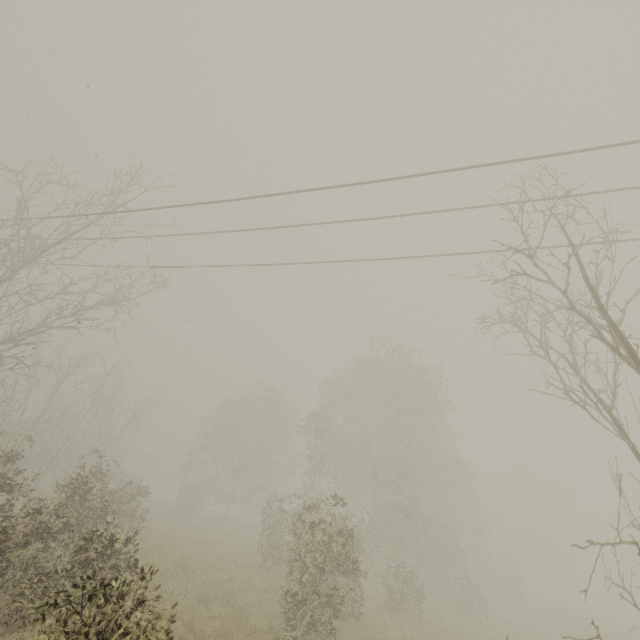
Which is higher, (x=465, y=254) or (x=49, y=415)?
(x=465, y=254)

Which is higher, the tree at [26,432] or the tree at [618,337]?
the tree at [618,337]

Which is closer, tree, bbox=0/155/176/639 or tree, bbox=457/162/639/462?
tree, bbox=0/155/176/639

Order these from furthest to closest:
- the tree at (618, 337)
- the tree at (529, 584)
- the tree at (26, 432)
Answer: the tree at (529, 584) → the tree at (618, 337) → the tree at (26, 432)

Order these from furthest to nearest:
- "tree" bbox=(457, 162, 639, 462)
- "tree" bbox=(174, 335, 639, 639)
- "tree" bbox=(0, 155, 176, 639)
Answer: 1. "tree" bbox=(174, 335, 639, 639)
2. "tree" bbox=(457, 162, 639, 462)
3. "tree" bbox=(0, 155, 176, 639)

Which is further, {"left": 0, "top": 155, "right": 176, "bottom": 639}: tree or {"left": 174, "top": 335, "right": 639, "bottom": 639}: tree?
{"left": 174, "top": 335, "right": 639, "bottom": 639}: tree

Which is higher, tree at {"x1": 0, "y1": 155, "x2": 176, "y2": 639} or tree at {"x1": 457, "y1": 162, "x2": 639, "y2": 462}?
tree at {"x1": 457, "y1": 162, "x2": 639, "y2": 462}
